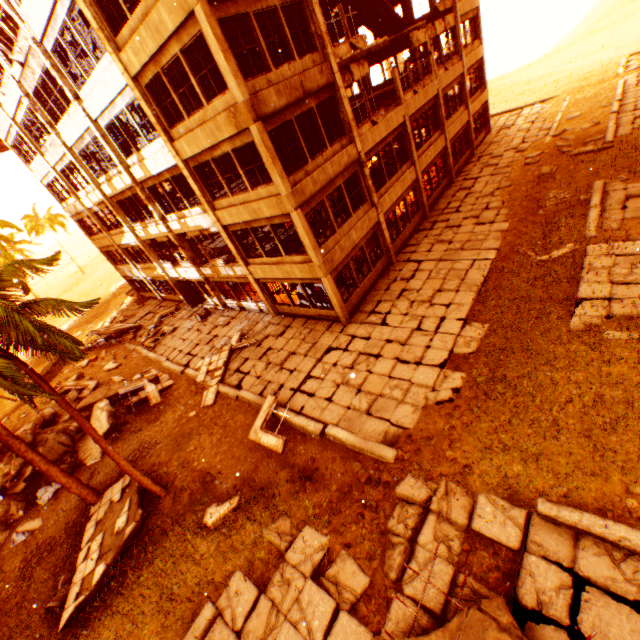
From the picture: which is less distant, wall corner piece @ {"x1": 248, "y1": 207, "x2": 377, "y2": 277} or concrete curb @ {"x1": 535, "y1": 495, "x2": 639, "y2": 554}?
concrete curb @ {"x1": 535, "y1": 495, "x2": 639, "y2": 554}

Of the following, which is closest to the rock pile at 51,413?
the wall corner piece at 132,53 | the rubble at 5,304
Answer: the rubble at 5,304

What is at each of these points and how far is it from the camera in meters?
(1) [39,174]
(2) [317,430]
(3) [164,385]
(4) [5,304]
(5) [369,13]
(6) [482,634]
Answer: (1) wall corner piece, 24.0
(2) concrete curb, 10.8
(3) floor rubble, 16.9
(4) rubble, 6.9
(5) stair, 20.3
(6) floor rubble, 5.1

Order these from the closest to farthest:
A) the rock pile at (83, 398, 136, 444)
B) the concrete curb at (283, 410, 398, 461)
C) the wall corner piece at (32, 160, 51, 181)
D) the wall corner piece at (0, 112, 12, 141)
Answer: the concrete curb at (283, 410, 398, 461) → the rock pile at (83, 398, 136, 444) → the wall corner piece at (0, 112, 12, 141) → the wall corner piece at (32, 160, 51, 181)

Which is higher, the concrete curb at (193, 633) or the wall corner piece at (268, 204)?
the wall corner piece at (268, 204)

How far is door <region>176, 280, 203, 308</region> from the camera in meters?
22.3 m

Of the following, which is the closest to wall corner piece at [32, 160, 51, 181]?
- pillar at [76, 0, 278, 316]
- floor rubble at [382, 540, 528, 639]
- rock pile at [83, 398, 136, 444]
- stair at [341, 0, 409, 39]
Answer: pillar at [76, 0, 278, 316]

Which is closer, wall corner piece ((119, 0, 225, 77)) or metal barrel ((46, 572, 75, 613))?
wall corner piece ((119, 0, 225, 77))
